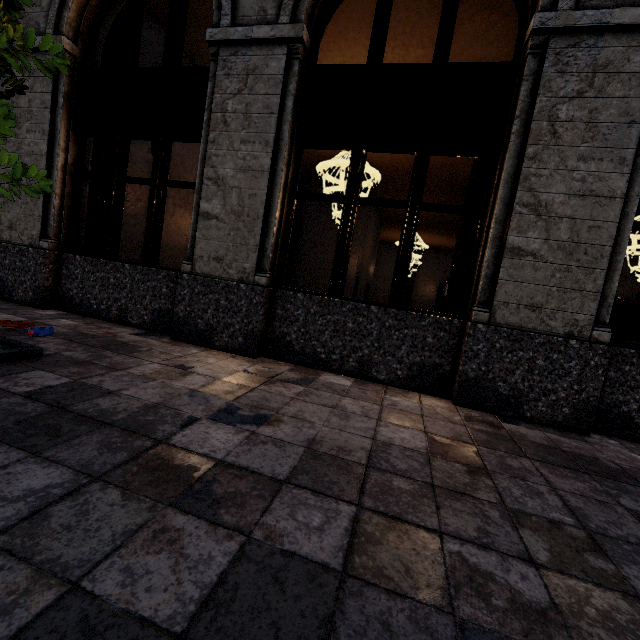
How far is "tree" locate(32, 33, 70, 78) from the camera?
2.6m

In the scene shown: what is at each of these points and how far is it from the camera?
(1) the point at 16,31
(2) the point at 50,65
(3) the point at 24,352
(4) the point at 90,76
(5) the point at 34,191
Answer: (1) tree, 2.55m
(2) tree, 2.64m
(3) tree, 2.98m
(4) building, 5.28m
(5) tree, 2.99m

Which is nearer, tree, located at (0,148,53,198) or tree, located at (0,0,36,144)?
tree, located at (0,0,36,144)

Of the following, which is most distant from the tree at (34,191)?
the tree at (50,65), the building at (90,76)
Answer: the building at (90,76)

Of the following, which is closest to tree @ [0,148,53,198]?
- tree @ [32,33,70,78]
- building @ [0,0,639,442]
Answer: tree @ [32,33,70,78]

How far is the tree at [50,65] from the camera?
2.6m

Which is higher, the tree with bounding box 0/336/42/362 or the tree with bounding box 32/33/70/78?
the tree with bounding box 32/33/70/78

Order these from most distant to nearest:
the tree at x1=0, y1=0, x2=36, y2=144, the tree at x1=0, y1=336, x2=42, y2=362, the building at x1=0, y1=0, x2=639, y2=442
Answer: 1. the building at x1=0, y1=0, x2=639, y2=442
2. the tree at x1=0, y1=336, x2=42, y2=362
3. the tree at x1=0, y1=0, x2=36, y2=144
